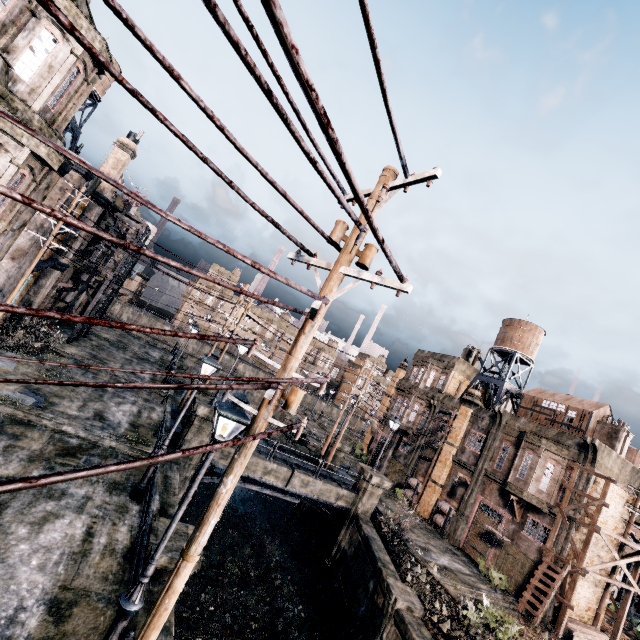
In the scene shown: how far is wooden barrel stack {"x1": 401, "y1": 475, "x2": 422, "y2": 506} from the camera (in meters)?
31.47

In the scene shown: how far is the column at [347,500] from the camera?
20.0m

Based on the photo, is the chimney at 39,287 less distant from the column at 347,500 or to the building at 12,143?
the column at 347,500

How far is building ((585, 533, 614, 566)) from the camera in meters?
22.4

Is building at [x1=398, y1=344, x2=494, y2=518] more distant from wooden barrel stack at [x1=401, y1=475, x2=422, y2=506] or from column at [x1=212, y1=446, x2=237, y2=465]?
column at [x1=212, y1=446, x2=237, y2=465]

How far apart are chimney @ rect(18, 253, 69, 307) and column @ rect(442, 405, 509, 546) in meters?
A: 36.6

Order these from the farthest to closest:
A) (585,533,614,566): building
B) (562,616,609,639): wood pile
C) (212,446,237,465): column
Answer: (585,533,614,566): building < (562,616,609,639): wood pile < (212,446,237,465): column

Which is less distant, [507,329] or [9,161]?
[9,161]
